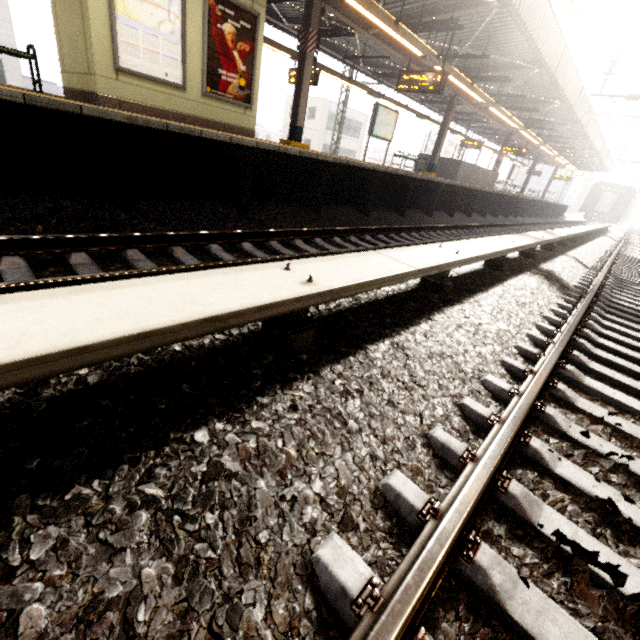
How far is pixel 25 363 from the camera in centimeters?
104cm

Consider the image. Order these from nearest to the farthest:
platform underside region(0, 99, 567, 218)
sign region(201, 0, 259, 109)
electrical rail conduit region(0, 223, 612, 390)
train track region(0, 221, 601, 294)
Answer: electrical rail conduit region(0, 223, 612, 390)
train track region(0, 221, 601, 294)
platform underside region(0, 99, 567, 218)
sign region(201, 0, 259, 109)

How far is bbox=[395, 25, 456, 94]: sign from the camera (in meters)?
9.00

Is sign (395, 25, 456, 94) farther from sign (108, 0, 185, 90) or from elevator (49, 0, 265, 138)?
sign (108, 0, 185, 90)

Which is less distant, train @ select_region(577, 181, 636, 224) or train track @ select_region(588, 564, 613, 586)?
train track @ select_region(588, 564, 613, 586)

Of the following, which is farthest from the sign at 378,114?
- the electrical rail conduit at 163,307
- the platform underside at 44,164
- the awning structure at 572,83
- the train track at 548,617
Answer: the train track at 548,617

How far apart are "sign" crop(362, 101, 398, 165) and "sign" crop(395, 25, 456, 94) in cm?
223

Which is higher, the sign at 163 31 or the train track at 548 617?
the sign at 163 31
